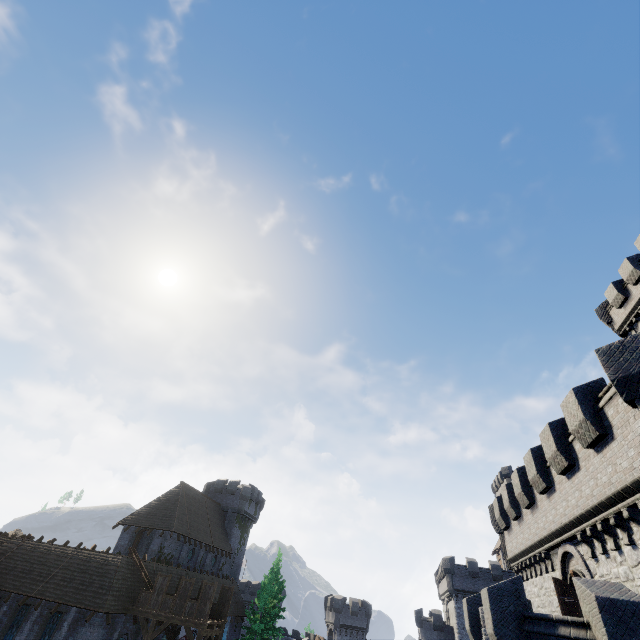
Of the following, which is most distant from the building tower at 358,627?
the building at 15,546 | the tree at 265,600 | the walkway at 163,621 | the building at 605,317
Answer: the building at 605,317

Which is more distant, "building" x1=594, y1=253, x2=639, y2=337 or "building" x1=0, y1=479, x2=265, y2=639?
"building" x1=594, y1=253, x2=639, y2=337

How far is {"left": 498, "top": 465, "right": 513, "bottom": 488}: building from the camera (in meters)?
56.28

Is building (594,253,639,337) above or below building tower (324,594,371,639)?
above

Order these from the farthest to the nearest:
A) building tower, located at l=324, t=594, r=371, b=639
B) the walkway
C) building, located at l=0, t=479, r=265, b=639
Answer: building tower, located at l=324, t=594, r=371, b=639 → building, located at l=0, t=479, r=265, b=639 → the walkway

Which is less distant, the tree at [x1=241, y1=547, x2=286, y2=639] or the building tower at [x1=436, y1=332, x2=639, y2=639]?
the building tower at [x1=436, y1=332, x2=639, y2=639]

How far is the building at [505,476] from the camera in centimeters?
5628cm

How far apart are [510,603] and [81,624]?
28.3m
